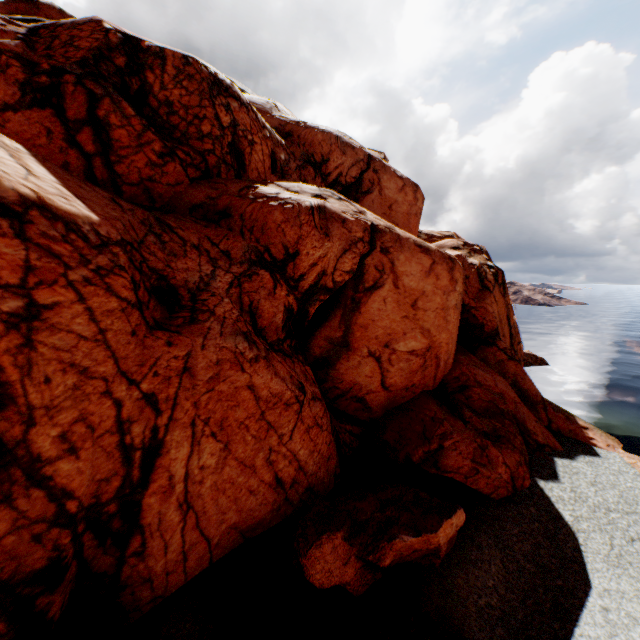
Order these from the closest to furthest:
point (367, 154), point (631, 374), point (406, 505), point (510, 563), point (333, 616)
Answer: point (333, 616) → point (406, 505) → point (510, 563) → point (367, 154) → point (631, 374)
